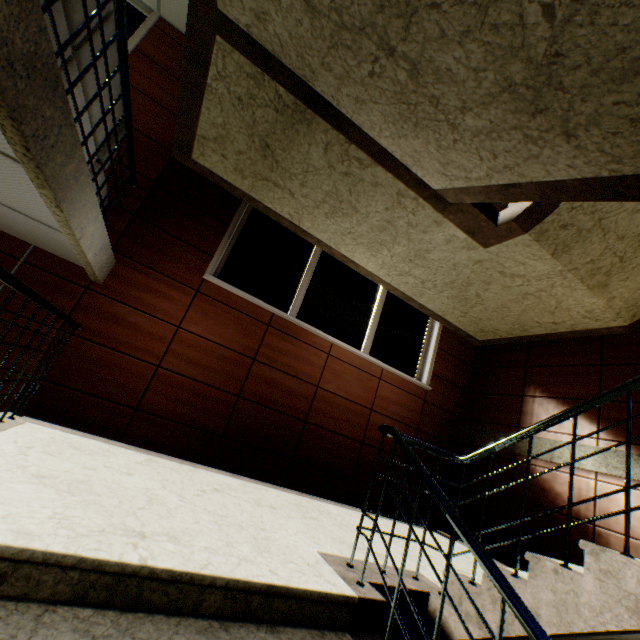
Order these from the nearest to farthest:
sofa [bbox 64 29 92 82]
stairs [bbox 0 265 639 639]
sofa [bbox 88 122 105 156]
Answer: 1. stairs [bbox 0 265 639 639]
2. sofa [bbox 64 29 92 82]
3. sofa [bbox 88 122 105 156]

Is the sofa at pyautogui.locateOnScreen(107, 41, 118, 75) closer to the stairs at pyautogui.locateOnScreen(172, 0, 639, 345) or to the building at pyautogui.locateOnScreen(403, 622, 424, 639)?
the stairs at pyautogui.locateOnScreen(172, 0, 639, 345)

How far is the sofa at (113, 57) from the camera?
2.3m

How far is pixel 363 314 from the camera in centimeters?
534cm

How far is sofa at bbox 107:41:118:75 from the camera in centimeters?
228cm

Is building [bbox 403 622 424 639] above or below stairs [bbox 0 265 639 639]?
below
